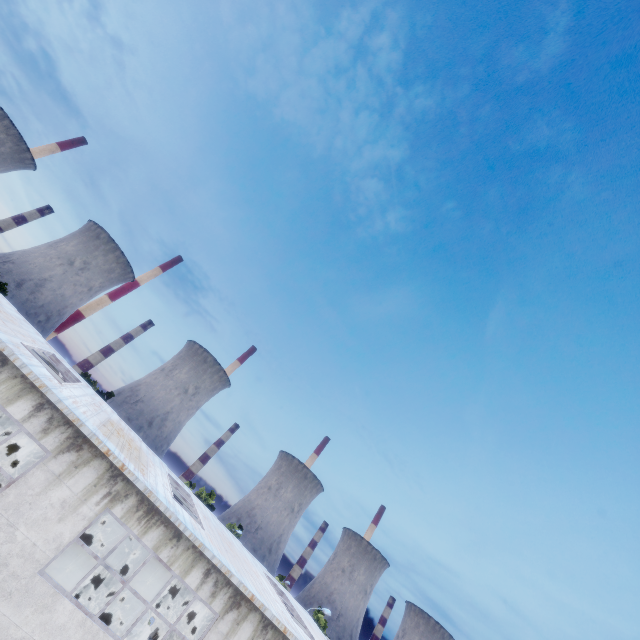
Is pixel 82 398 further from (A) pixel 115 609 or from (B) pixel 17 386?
(A) pixel 115 609
